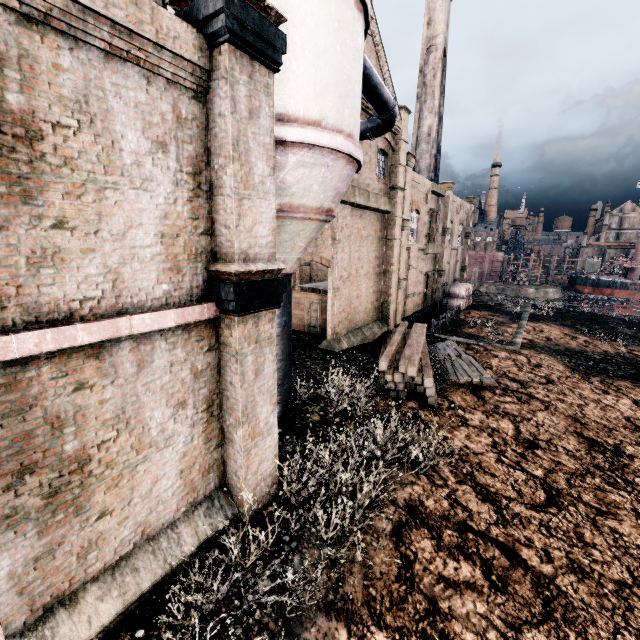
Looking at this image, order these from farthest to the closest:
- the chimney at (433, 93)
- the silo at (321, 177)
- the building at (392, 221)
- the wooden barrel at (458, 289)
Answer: the chimney at (433, 93) < the wooden barrel at (458, 289) < the building at (392, 221) < the silo at (321, 177)

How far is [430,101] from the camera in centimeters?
3856cm

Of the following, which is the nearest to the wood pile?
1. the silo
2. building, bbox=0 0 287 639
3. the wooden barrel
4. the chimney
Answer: building, bbox=0 0 287 639

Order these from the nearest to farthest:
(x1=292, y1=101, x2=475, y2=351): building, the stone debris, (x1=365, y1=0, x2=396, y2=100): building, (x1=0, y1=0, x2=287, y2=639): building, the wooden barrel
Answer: (x1=0, y1=0, x2=287, y2=639): building
(x1=365, y1=0, x2=396, y2=100): building
(x1=292, y1=101, x2=475, y2=351): building
the wooden barrel
the stone debris

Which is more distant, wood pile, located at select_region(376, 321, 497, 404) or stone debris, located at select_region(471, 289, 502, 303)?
stone debris, located at select_region(471, 289, 502, 303)

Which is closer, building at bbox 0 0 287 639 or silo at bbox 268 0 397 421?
building at bbox 0 0 287 639

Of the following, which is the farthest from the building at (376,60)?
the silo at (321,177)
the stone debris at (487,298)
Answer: the stone debris at (487,298)

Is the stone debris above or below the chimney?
below
